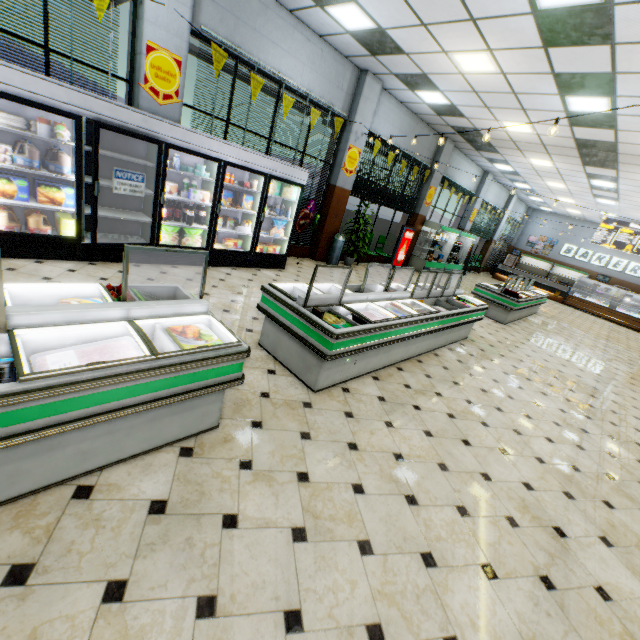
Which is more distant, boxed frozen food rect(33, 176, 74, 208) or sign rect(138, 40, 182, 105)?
sign rect(138, 40, 182, 105)

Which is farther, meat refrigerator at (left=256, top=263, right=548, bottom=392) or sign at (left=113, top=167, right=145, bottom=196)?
sign at (left=113, top=167, right=145, bottom=196)

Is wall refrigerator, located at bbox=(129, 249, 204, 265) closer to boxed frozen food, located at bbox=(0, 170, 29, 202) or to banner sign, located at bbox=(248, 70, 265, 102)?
boxed frozen food, located at bbox=(0, 170, 29, 202)

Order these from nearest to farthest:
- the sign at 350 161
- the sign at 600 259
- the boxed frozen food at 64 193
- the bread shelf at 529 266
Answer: the boxed frozen food at 64 193 < the sign at 350 161 < the sign at 600 259 < the bread shelf at 529 266

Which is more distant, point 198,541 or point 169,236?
point 169,236

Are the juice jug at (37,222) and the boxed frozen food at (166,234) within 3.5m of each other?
yes

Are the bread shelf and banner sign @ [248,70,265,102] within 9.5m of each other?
no

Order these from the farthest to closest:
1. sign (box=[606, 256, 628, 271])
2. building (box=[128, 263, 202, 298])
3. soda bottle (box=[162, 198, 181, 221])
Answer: sign (box=[606, 256, 628, 271])
soda bottle (box=[162, 198, 181, 221])
building (box=[128, 263, 202, 298])
